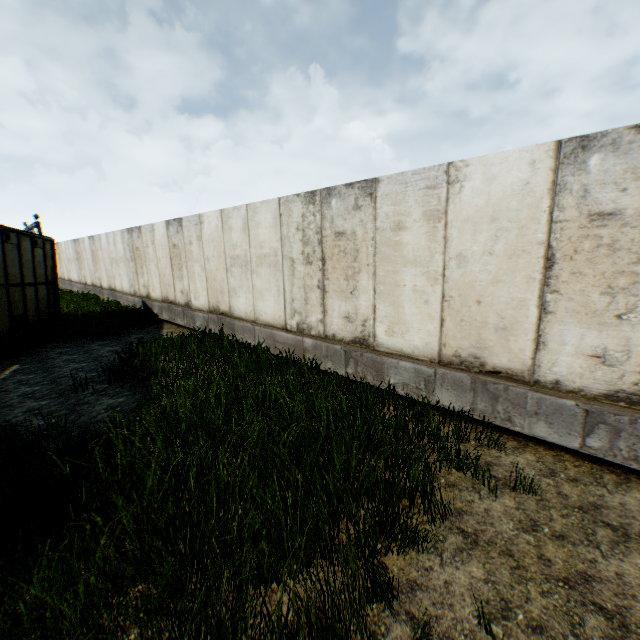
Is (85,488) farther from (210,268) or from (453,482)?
(210,268)
